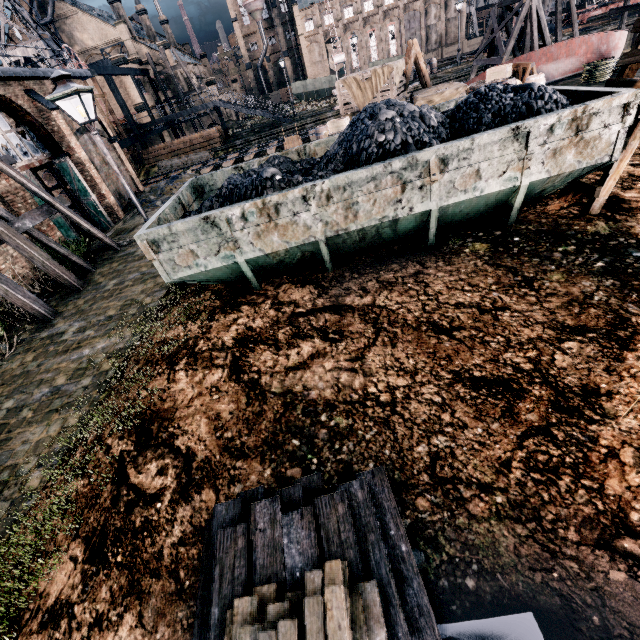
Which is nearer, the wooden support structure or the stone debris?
the stone debris

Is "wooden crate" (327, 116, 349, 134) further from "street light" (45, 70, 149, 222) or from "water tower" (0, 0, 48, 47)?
"water tower" (0, 0, 48, 47)

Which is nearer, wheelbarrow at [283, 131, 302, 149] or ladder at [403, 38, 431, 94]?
ladder at [403, 38, 431, 94]

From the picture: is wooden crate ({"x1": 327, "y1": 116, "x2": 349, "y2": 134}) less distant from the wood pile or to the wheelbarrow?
the wheelbarrow

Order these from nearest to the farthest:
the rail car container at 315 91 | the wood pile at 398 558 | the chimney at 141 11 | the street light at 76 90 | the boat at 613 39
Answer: the wood pile at 398 558 → the street light at 76 90 → the boat at 613 39 → the chimney at 141 11 → the rail car container at 315 91

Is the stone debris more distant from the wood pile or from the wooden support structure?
the wooden support structure

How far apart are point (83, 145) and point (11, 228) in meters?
12.8 m

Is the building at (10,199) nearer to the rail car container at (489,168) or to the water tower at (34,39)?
the water tower at (34,39)
